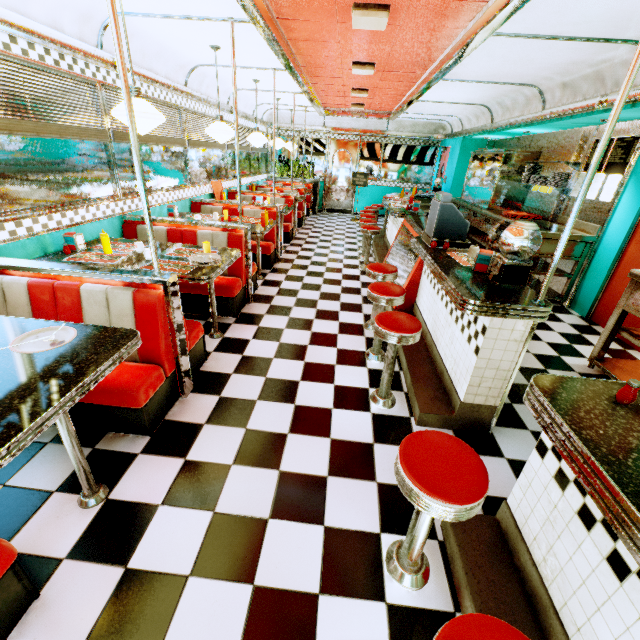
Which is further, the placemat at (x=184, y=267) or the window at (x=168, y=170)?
the window at (x=168, y=170)

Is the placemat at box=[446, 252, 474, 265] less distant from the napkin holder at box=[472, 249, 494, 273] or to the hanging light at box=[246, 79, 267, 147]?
the napkin holder at box=[472, 249, 494, 273]

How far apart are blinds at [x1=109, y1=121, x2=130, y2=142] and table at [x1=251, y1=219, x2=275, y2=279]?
1.9 meters

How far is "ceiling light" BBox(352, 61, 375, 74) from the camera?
4.7 meters

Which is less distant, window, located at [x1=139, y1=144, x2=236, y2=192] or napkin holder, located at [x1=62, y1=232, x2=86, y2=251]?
napkin holder, located at [x1=62, y1=232, x2=86, y2=251]

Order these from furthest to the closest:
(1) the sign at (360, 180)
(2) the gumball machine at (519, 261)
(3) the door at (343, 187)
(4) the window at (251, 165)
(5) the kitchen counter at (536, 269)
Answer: (3) the door at (343, 187), (1) the sign at (360, 180), (4) the window at (251, 165), (5) the kitchen counter at (536, 269), (2) the gumball machine at (519, 261)

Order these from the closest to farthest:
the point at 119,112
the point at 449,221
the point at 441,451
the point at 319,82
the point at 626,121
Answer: the point at 441,451 < the point at 119,112 < the point at 449,221 < the point at 626,121 < the point at 319,82

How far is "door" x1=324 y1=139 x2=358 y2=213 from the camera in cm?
1148
